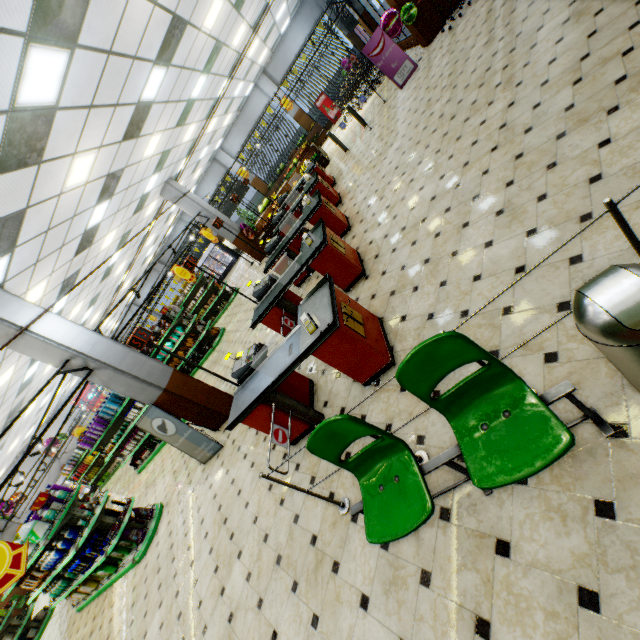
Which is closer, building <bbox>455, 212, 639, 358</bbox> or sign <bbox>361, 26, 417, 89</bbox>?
building <bbox>455, 212, 639, 358</bbox>

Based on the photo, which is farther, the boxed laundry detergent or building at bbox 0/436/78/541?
building at bbox 0/436/78/541

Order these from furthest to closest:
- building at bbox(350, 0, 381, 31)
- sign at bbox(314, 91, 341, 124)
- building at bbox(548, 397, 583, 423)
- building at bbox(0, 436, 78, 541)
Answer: sign at bbox(314, 91, 341, 124) → building at bbox(350, 0, 381, 31) → building at bbox(0, 436, 78, 541) → building at bbox(548, 397, 583, 423)

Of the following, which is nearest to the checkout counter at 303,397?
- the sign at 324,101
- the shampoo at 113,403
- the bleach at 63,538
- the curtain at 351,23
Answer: the bleach at 63,538

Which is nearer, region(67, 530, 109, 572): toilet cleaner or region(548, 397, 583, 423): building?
region(548, 397, 583, 423): building

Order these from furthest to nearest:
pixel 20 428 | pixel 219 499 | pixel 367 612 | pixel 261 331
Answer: pixel 20 428, pixel 261 331, pixel 219 499, pixel 367 612

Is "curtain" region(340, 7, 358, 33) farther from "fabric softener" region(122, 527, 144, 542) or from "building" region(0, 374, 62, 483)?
"fabric softener" region(122, 527, 144, 542)

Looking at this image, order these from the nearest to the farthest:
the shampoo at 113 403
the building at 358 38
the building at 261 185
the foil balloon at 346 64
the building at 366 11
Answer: the shampoo at 113 403 < the building at 366 11 < the building at 358 38 < the foil balloon at 346 64 < the building at 261 185
